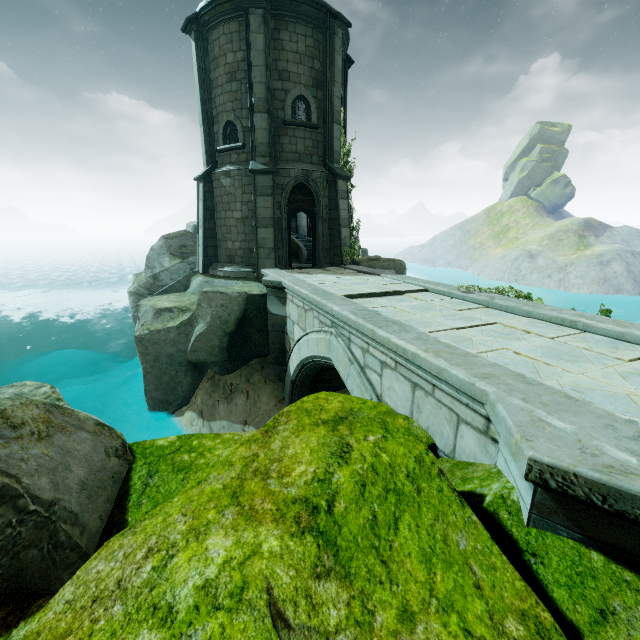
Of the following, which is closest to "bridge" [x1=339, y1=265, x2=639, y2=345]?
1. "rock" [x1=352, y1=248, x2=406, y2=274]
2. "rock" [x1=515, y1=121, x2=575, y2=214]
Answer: "rock" [x1=352, y1=248, x2=406, y2=274]

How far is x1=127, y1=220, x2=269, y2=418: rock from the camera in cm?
1106

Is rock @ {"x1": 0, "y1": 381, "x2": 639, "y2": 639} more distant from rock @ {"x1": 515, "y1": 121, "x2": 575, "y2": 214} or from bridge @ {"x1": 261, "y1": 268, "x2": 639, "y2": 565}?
rock @ {"x1": 515, "y1": 121, "x2": 575, "y2": 214}

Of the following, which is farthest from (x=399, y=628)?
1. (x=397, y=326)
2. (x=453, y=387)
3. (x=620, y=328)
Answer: (x=620, y=328)

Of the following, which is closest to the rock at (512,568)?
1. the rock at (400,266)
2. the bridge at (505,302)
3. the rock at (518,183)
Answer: the bridge at (505,302)

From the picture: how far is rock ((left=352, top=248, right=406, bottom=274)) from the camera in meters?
13.7

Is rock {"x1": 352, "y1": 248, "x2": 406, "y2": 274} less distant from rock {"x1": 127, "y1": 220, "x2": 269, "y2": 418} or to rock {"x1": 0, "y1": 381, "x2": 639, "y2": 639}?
rock {"x1": 127, "y1": 220, "x2": 269, "y2": 418}

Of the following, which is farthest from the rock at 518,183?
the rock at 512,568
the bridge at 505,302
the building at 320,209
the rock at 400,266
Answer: the rock at 512,568
